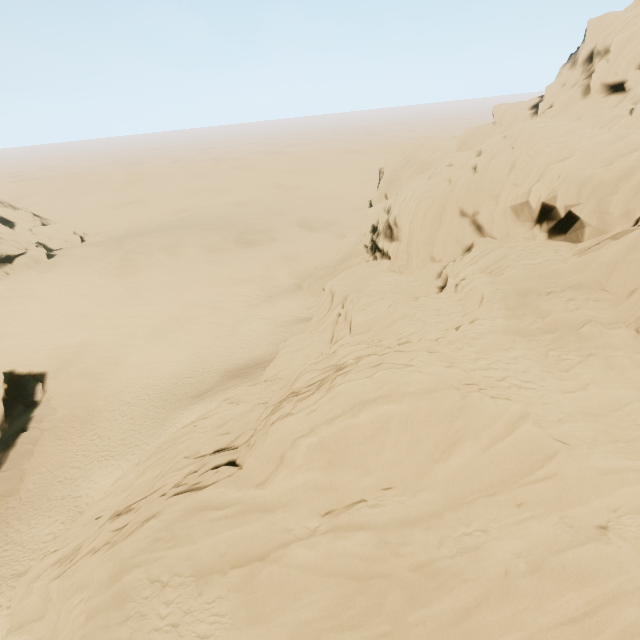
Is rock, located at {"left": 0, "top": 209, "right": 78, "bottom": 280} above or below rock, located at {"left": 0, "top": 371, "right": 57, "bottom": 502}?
above

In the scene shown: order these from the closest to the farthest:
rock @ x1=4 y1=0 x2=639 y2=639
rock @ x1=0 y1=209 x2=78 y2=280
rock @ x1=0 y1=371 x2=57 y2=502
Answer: rock @ x1=4 y1=0 x2=639 y2=639, rock @ x1=0 y1=371 x2=57 y2=502, rock @ x1=0 y1=209 x2=78 y2=280

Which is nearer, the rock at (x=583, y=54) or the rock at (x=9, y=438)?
the rock at (x=583, y=54)

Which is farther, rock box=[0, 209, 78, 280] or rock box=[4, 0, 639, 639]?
rock box=[0, 209, 78, 280]

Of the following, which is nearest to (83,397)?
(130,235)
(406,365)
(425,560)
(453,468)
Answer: (406,365)

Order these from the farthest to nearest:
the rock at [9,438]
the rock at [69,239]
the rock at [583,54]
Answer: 1. the rock at [69,239]
2. the rock at [9,438]
3. the rock at [583,54]

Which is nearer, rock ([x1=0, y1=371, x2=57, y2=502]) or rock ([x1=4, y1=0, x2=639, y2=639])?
rock ([x1=4, y1=0, x2=639, y2=639])
